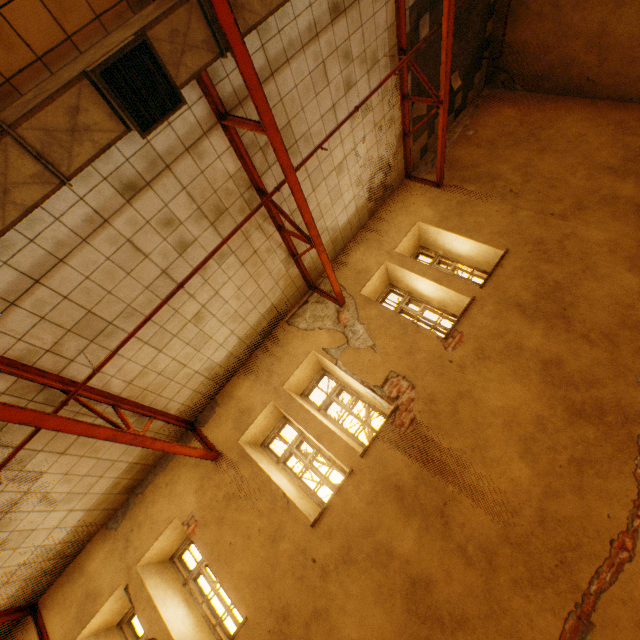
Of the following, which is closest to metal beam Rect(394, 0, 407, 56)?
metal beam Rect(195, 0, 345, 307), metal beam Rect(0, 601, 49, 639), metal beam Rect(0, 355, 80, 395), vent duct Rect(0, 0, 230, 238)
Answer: vent duct Rect(0, 0, 230, 238)

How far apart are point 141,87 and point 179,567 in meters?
7.8 m

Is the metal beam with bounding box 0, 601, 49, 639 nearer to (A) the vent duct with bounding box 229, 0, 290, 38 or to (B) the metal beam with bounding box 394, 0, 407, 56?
(A) the vent duct with bounding box 229, 0, 290, 38

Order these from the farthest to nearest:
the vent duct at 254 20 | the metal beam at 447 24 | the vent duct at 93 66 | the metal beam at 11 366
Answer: the metal beam at 447 24
the metal beam at 11 366
the vent duct at 254 20
the vent duct at 93 66

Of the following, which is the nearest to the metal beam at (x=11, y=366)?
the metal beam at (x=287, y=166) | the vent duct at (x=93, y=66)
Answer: the vent duct at (x=93, y=66)

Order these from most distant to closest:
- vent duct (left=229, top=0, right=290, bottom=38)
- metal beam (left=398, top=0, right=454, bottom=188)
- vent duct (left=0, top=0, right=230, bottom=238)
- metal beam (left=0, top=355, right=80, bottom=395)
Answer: metal beam (left=398, top=0, right=454, bottom=188)
metal beam (left=0, top=355, right=80, bottom=395)
vent duct (left=229, top=0, right=290, bottom=38)
vent duct (left=0, top=0, right=230, bottom=238)

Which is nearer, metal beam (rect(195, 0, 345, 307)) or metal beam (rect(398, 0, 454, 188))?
metal beam (rect(195, 0, 345, 307))

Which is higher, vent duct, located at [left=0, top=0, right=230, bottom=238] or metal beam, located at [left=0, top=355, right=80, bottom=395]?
metal beam, located at [left=0, top=355, right=80, bottom=395]
